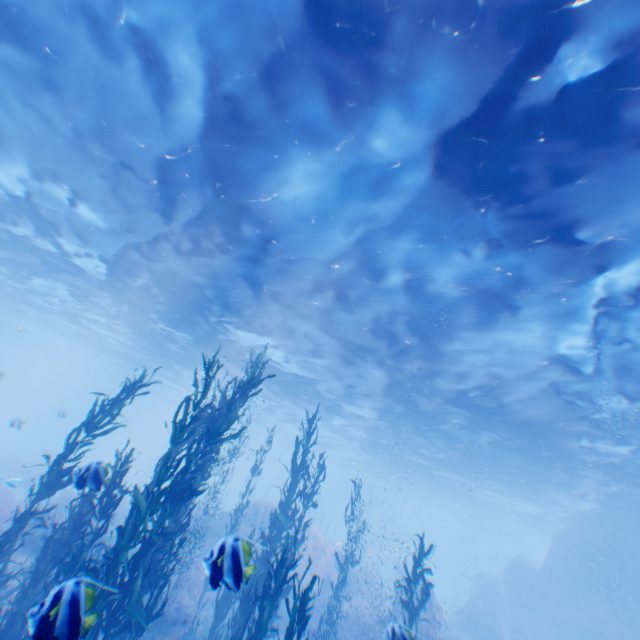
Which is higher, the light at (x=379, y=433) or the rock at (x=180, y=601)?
the light at (x=379, y=433)

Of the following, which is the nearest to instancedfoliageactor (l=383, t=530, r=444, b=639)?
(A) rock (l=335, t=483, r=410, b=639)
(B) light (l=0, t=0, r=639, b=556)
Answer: (A) rock (l=335, t=483, r=410, b=639)

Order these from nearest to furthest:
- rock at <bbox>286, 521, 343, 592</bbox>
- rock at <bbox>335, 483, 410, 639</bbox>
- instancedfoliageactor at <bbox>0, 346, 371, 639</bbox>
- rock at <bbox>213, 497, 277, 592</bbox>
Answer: rock at <bbox>213, 497, 277, 592</bbox> < instancedfoliageactor at <bbox>0, 346, 371, 639</bbox> < rock at <bbox>335, 483, 410, 639</bbox> < rock at <bbox>286, 521, 343, 592</bbox>

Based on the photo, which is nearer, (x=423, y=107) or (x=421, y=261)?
(x=423, y=107)

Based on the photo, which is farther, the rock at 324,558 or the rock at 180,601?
the rock at 324,558

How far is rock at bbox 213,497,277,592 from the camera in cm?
379
